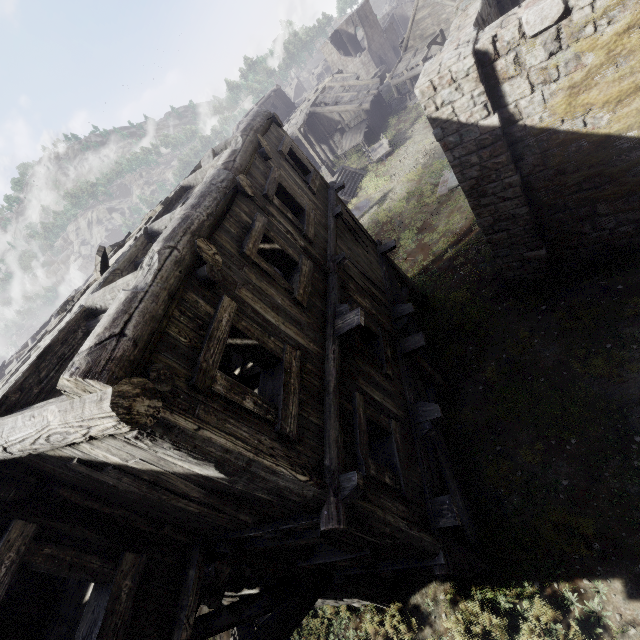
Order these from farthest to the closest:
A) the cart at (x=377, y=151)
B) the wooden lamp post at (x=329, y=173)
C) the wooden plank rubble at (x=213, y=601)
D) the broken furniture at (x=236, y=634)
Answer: the cart at (x=377, y=151), the wooden lamp post at (x=329, y=173), the broken furniture at (x=236, y=634), the wooden plank rubble at (x=213, y=601)

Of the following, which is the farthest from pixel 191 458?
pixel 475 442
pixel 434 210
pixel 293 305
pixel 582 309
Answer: pixel 434 210

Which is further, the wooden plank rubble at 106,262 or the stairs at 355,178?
the stairs at 355,178

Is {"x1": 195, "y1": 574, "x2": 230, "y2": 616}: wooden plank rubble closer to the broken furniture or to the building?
the building

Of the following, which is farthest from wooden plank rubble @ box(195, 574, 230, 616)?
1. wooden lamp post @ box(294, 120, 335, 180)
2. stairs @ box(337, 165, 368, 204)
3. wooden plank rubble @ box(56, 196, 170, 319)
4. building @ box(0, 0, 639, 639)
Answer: wooden lamp post @ box(294, 120, 335, 180)

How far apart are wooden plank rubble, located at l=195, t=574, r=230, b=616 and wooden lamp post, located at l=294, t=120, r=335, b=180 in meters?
27.9

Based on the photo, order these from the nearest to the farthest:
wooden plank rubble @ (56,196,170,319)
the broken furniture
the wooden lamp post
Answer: wooden plank rubble @ (56,196,170,319)
the broken furniture
the wooden lamp post

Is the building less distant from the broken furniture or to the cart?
the broken furniture
